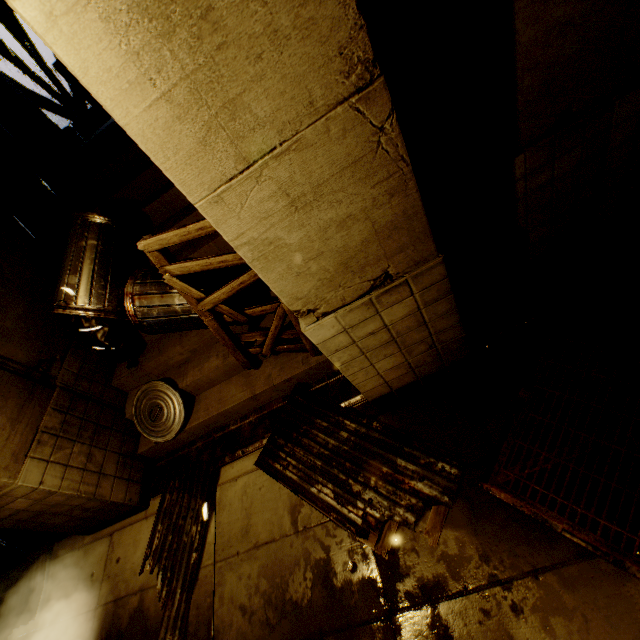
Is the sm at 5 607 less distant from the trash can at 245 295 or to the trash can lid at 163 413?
the trash can lid at 163 413

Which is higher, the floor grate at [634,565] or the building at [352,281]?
the building at [352,281]

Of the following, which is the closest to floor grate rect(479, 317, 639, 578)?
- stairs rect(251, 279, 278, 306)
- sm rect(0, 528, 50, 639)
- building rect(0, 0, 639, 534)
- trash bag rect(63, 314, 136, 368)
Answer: building rect(0, 0, 639, 534)

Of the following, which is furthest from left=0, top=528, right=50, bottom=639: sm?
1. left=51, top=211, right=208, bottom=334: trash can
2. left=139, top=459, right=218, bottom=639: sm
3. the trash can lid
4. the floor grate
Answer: the floor grate

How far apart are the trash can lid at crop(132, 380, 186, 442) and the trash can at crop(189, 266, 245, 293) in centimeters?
75cm

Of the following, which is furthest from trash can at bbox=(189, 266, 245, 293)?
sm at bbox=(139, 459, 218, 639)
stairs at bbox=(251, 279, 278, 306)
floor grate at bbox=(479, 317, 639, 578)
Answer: floor grate at bbox=(479, 317, 639, 578)

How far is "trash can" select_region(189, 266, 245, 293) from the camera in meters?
4.1 m

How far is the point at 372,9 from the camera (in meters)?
1.95
